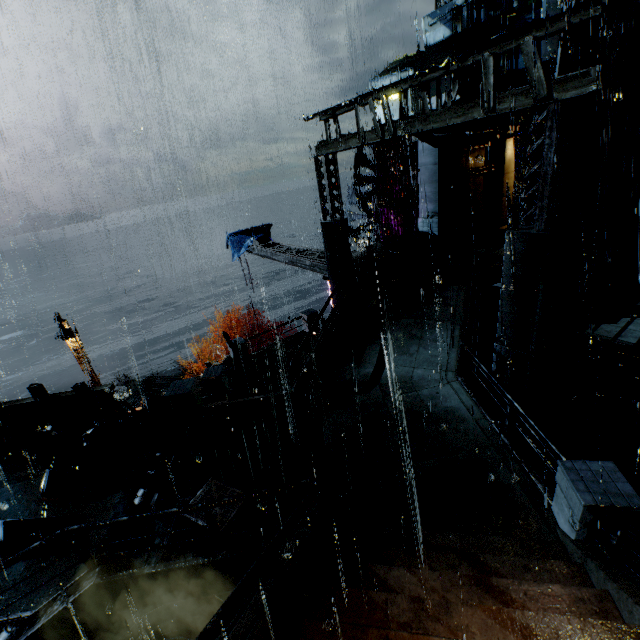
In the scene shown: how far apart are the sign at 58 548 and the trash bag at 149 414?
1.7 meters

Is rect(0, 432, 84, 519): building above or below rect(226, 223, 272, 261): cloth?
below

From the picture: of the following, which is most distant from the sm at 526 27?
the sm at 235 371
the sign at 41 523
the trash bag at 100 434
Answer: the sign at 41 523

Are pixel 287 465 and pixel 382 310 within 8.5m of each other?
yes

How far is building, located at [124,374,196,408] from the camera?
26.6m

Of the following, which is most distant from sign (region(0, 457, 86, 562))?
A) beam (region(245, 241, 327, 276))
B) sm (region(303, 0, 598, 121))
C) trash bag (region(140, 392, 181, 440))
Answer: sm (region(303, 0, 598, 121))

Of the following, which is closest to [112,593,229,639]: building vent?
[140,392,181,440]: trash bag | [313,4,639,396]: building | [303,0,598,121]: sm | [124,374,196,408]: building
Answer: [313,4,639,396]: building

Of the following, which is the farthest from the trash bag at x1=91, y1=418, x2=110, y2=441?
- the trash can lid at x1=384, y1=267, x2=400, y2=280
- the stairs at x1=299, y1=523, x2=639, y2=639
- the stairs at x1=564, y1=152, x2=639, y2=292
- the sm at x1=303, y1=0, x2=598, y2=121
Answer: the stairs at x1=564, y1=152, x2=639, y2=292
